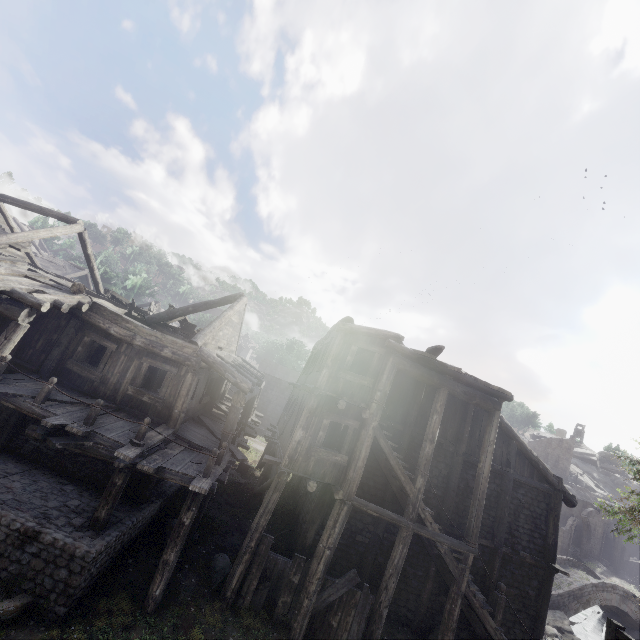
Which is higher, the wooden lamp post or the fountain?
the wooden lamp post

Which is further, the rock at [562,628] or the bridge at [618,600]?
the bridge at [618,600]

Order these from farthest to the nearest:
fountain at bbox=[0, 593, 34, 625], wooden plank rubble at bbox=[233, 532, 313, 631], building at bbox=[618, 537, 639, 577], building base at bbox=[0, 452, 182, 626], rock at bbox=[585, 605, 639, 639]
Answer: building at bbox=[618, 537, 639, 577], rock at bbox=[585, 605, 639, 639], wooden plank rubble at bbox=[233, 532, 313, 631], building base at bbox=[0, 452, 182, 626], fountain at bbox=[0, 593, 34, 625]

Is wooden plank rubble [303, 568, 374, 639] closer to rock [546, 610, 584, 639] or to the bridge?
rock [546, 610, 584, 639]

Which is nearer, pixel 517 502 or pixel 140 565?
pixel 140 565

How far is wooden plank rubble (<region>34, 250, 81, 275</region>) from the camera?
35.22m

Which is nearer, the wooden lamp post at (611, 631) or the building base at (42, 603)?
the building base at (42, 603)

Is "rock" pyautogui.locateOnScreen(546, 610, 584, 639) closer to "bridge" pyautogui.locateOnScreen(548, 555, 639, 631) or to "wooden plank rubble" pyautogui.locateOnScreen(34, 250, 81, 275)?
"bridge" pyautogui.locateOnScreen(548, 555, 639, 631)
